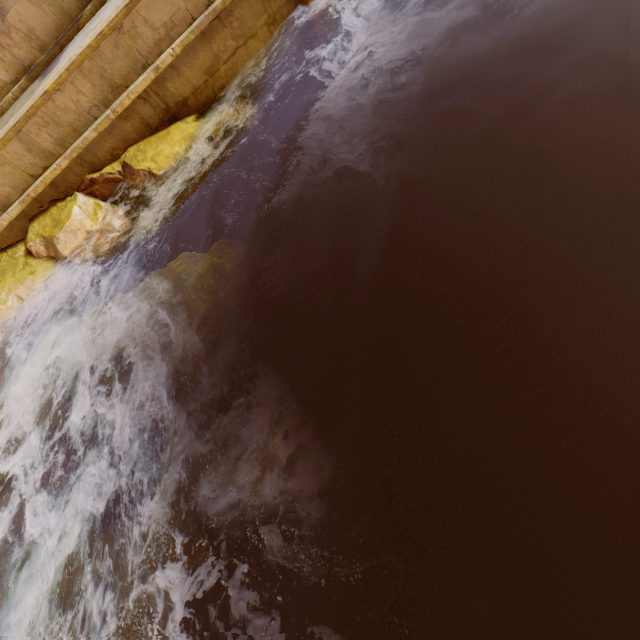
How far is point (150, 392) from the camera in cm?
402

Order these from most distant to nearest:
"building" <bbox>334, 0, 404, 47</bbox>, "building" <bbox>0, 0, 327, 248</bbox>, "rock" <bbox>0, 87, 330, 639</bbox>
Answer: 1. "building" <bbox>334, 0, 404, 47</bbox>
2. "building" <bbox>0, 0, 327, 248</bbox>
3. "rock" <bbox>0, 87, 330, 639</bbox>

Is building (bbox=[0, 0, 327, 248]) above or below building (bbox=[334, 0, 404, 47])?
above

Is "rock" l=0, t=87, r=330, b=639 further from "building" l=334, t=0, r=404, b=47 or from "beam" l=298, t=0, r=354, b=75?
"beam" l=298, t=0, r=354, b=75

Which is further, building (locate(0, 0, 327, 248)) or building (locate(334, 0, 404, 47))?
building (locate(334, 0, 404, 47))

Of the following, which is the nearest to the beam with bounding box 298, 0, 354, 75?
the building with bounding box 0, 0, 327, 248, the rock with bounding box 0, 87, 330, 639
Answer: the building with bounding box 0, 0, 327, 248

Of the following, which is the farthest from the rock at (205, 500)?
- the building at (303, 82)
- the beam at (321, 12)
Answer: the beam at (321, 12)

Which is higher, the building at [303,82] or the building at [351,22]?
the building at [303,82]
